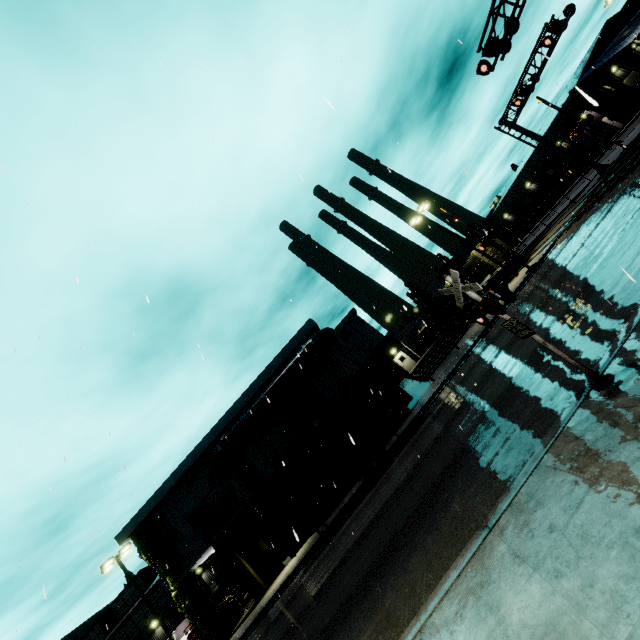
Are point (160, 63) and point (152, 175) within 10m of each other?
yes

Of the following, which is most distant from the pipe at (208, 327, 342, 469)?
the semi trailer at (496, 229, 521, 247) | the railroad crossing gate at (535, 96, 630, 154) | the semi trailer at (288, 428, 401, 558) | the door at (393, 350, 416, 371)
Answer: the railroad crossing gate at (535, 96, 630, 154)

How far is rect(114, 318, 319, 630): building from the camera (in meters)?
22.95

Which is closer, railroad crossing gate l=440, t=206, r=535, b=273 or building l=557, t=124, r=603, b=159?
railroad crossing gate l=440, t=206, r=535, b=273

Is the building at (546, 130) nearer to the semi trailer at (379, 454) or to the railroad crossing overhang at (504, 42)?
the semi trailer at (379, 454)

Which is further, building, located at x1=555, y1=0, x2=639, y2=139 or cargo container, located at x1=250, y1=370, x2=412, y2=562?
building, located at x1=555, y1=0, x2=639, y2=139

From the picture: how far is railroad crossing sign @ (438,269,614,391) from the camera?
4.9 meters

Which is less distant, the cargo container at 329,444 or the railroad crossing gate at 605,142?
the cargo container at 329,444
